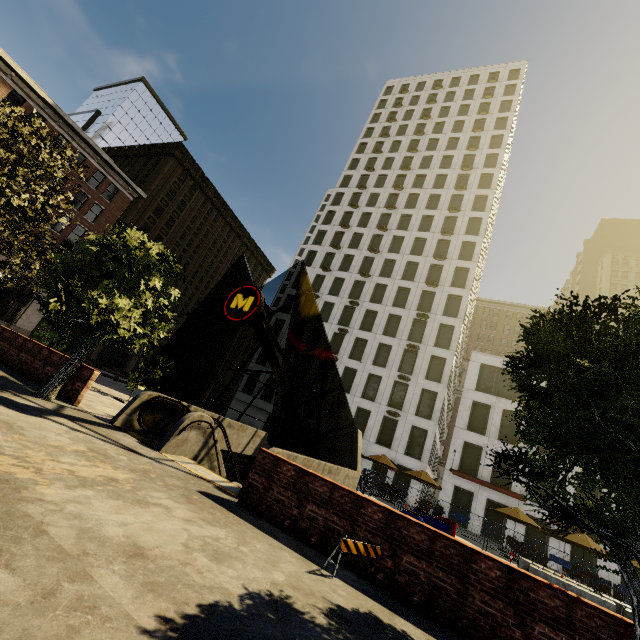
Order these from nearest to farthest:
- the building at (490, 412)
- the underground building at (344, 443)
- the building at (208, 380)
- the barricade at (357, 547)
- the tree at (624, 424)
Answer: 1. the tree at (624, 424)
2. the barricade at (357, 547)
3. the underground building at (344, 443)
4. the building at (490, 412)
5. the building at (208, 380)

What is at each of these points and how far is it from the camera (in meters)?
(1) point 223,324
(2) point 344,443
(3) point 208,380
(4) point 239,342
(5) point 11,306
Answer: (1) building, 55.31
(2) underground building, 17.03
(3) building, 54.72
(4) building, 59.91
(5) building, 30.00

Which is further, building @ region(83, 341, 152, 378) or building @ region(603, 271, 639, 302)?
building @ region(603, 271, 639, 302)

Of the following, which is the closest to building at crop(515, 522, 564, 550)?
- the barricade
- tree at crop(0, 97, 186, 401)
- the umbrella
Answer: the umbrella

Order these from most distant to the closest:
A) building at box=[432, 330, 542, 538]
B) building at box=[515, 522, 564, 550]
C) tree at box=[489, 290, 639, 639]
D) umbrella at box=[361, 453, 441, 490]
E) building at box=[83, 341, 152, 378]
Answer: building at box=[83, 341, 152, 378], building at box=[432, 330, 542, 538], building at box=[515, 522, 564, 550], umbrella at box=[361, 453, 441, 490], tree at box=[489, 290, 639, 639]

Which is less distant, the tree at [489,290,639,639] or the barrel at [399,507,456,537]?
the tree at [489,290,639,639]

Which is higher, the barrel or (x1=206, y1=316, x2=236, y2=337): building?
(x1=206, y1=316, x2=236, y2=337): building

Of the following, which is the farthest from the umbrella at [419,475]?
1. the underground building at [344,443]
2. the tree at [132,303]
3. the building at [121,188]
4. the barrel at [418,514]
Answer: the building at [121,188]
